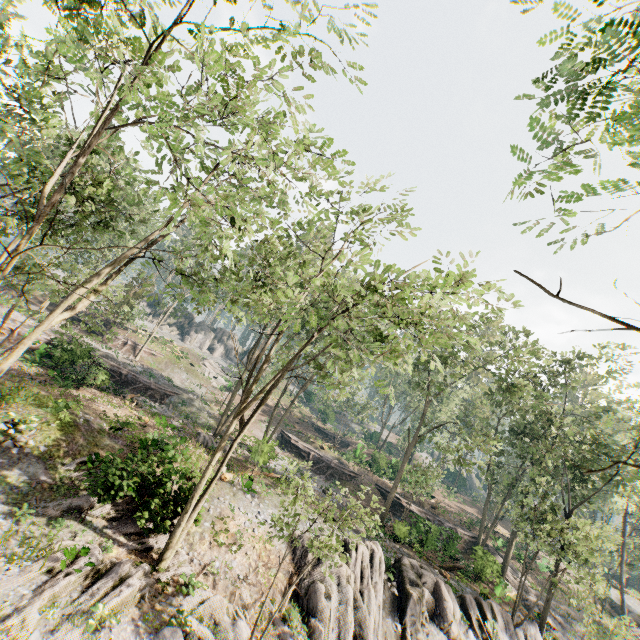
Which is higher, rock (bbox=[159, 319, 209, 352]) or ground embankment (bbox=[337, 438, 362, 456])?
rock (bbox=[159, 319, 209, 352])

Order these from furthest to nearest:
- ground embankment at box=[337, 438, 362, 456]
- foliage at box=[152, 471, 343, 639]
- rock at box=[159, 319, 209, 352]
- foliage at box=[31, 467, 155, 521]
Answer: rock at box=[159, 319, 209, 352], ground embankment at box=[337, 438, 362, 456], foliage at box=[31, 467, 155, 521], foliage at box=[152, 471, 343, 639]

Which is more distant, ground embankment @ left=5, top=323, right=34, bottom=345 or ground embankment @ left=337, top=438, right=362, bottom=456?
ground embankment @ left=337, top=438, right=362, bottom=456

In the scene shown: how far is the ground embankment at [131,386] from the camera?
23.9 meters

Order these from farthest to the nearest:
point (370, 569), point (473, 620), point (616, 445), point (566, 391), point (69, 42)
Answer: point (616, 445) → point (566, 391) → point (473, 620) → point (370, 569) → point (69, 42)

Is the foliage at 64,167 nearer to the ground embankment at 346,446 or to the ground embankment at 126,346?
the ground embankment at 126,346

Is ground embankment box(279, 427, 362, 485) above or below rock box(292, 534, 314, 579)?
above

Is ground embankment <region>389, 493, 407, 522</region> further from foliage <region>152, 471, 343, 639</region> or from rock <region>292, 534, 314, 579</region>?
rock <region>292, 534, 314, 579</region>
